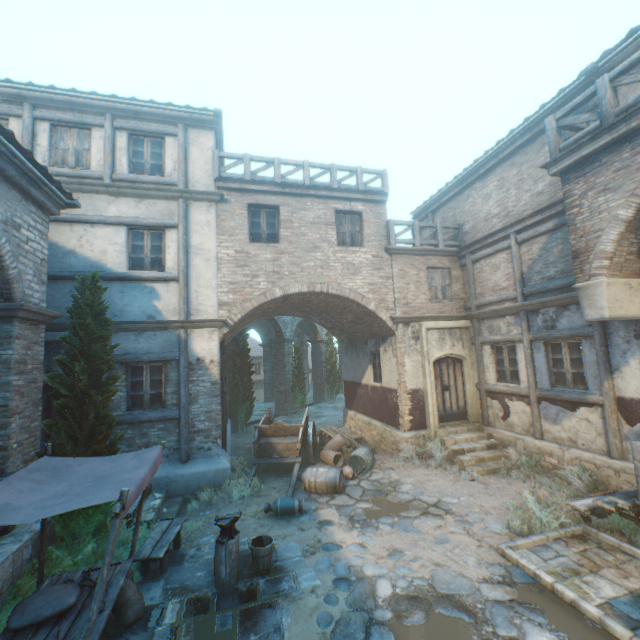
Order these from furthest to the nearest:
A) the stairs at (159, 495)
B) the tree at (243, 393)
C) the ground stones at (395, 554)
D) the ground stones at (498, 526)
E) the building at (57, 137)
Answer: the tree at (243, 393)
the building at (57, 137)
the stairs at (159, 495)
the ground stones at (498, 526)
the ground stones at (395, 554)

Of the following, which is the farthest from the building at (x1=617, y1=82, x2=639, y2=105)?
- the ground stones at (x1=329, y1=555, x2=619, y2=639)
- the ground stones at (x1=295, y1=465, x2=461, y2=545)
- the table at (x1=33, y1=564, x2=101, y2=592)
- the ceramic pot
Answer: the table at (x1=33, y1=564, x2=101, y2=592)

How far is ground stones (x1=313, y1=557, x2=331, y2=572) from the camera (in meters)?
5.60

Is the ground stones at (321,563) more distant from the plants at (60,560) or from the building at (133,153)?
the plants at (60,560)

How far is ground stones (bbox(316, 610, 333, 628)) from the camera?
4.5m

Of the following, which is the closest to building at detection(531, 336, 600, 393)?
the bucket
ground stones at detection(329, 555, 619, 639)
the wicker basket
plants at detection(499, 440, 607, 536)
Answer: plants at detection(499, 440, 607, 536)

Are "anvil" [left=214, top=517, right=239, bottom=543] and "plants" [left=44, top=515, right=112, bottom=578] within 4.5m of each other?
yes

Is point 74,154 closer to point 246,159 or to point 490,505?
point 246,159
